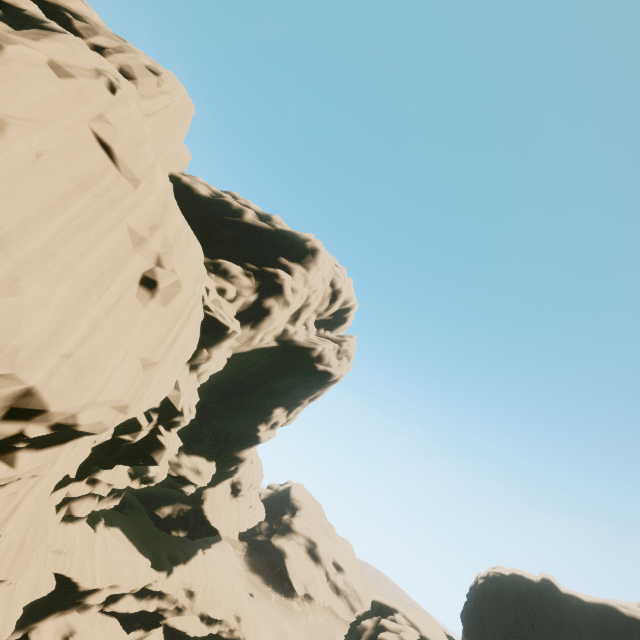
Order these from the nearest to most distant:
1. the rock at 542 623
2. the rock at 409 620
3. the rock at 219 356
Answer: the rock at 219 356 → the rock at 409 620 → the rock at 542 623

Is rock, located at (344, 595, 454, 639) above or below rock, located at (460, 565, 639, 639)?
below

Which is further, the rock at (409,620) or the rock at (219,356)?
the rock at (409,620)

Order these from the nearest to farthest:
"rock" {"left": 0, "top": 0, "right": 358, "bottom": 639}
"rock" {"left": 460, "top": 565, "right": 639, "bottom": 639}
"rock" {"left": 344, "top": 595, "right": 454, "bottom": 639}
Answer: "rock" {"left": 0, "top": 0, "right": 358, "bottom": 639}, "rock" {"left": 344, "top": 595, "right": 454, "bottom": 639}, "rock" {"left": 460, "top": 565, "right": 639, "bottom": 639}

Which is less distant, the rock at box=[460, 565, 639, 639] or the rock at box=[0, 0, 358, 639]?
the rock at box=[0, 0, 358, 639]

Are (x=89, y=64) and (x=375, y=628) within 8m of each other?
no
